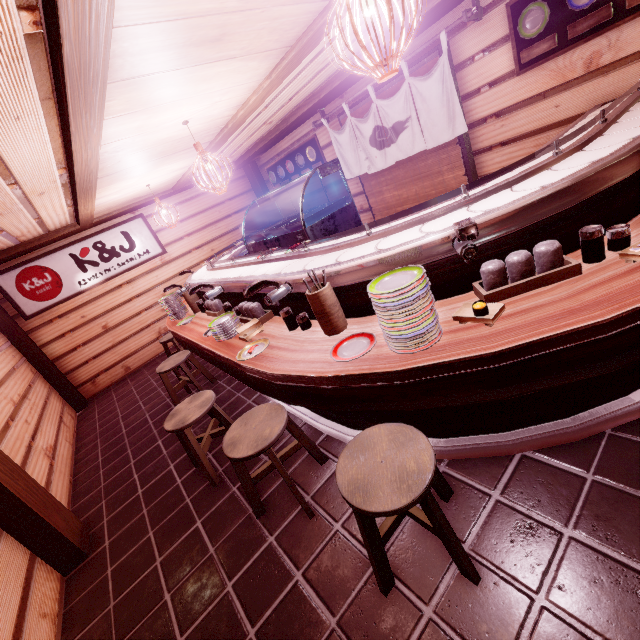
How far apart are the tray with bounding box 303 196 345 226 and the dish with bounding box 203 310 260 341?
2.1m

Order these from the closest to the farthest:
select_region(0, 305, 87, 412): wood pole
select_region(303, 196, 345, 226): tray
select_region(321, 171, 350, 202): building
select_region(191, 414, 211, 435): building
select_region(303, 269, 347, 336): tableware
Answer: select_region(303, 269, 347, 336): tableware
select_region(303, 196, 345, 226): tray
select_region(191, 414, 211, 435): building
select_region(0, 305, 87, 412): wood pole
select_region(321, 171, 350, 202): building

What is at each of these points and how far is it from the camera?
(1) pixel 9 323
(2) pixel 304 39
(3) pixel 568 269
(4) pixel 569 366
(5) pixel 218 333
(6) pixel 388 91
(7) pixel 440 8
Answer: (1) wood pole, 9.8m
(2) wood bar, 4.7m
(3) tableware, 2.8m
(4) table, 2.4m
(5) dish, 5.2m
(6) blind, 8.0m
(7) wood bar, 6.0m

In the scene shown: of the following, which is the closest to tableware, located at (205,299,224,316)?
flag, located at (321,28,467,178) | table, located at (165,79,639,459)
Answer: table, located at (165,79,639,459)

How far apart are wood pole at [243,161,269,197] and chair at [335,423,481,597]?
13.2 meters

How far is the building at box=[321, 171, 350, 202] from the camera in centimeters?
1116cm

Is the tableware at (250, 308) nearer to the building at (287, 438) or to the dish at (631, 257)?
the building at (287, 438)

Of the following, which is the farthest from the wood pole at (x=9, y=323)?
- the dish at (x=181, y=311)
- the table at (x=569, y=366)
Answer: the dish at (x=181, y=311)
